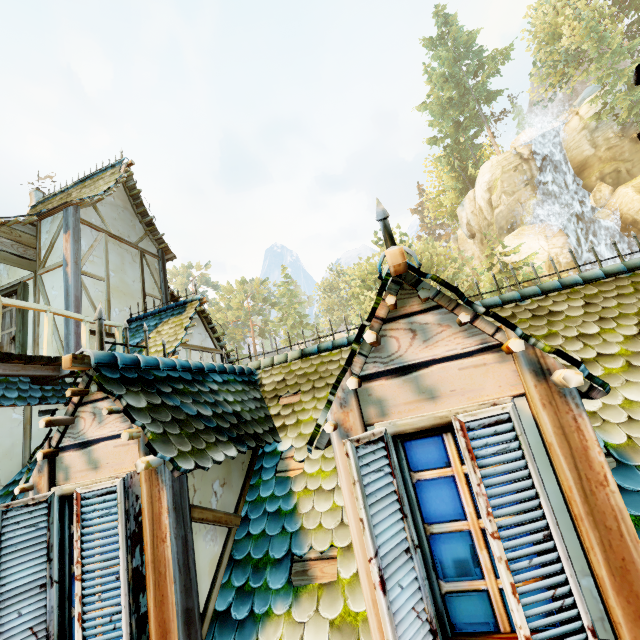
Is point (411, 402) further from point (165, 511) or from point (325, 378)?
point (325, 378)

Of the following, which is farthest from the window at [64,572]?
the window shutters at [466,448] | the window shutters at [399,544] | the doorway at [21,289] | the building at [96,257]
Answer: the doorway at [21,289]

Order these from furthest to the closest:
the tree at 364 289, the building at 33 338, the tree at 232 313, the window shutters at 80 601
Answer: the tree at 232 313 → the tree at 364 289 → the building at 33 338 → the window shutters at 80 601

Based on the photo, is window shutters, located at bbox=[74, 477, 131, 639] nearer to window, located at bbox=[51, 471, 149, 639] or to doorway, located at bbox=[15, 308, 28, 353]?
window, located at bbox=[51, 471, 149, 639]

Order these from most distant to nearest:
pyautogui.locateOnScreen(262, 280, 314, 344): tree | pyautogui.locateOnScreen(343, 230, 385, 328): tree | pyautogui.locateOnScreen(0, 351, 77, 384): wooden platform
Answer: pyautogui.locateOnScreen(262, 280, 314, 344): tree < pyautogui.locateOnScreen(343, 230, 385, 328): tree < pyautogui.locateOnScreen(0, 351, 77, 384): wooden platform

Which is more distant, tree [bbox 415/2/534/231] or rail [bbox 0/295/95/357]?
tree [bbox 415/2/534/231]

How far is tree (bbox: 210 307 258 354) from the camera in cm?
5619
